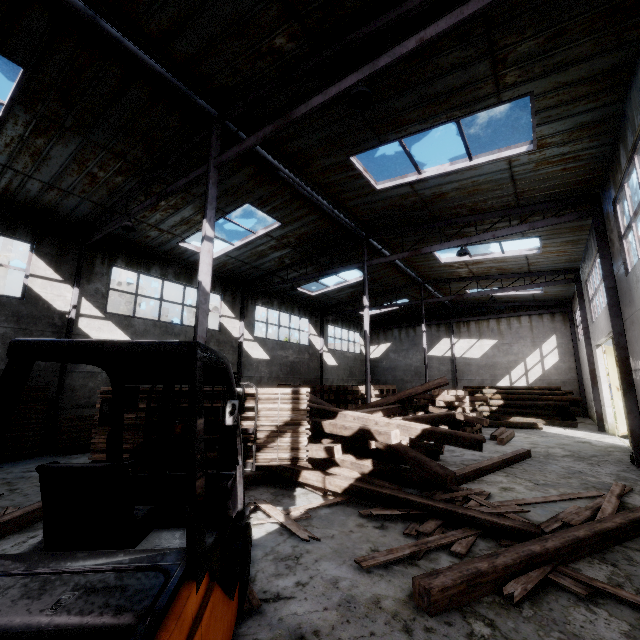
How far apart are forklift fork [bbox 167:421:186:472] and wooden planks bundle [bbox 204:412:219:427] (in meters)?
0.05

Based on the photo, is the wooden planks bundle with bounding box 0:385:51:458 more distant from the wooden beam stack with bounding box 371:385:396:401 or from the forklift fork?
the wooden beam stack with bounding box 371:385:396:401

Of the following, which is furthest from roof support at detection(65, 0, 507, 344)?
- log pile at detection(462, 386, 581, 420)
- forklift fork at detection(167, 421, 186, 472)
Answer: log pile at detection(462, 386, 581, 420)

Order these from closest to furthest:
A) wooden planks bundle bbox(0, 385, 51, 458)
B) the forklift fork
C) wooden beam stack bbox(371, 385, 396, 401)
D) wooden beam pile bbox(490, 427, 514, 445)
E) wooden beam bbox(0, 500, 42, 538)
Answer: the forklift fork < wooden beam bbox(0, 500, 42, 538) < wooden planks bundle bbox(0, 385, 51, 458) < wooden beam pile bbox(490, 427, 514, 445) < wooden beam stack bbox(371, 385, 396, 401)

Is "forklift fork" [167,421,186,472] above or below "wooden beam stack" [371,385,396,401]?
below

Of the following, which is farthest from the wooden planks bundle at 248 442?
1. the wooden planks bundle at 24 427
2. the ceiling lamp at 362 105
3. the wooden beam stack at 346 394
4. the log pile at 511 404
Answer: the log pile at 511 404

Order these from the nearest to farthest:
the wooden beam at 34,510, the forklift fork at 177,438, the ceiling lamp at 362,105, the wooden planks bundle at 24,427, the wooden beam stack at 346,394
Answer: the forklift fork at 177,438 → the wooden beam at 34,510 → the ceiling lamp at 362,105 → the wooden planks bundle at 24,427 → the wooden beam stack at 346,394

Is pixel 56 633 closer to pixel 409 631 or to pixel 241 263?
pixel 409 631
